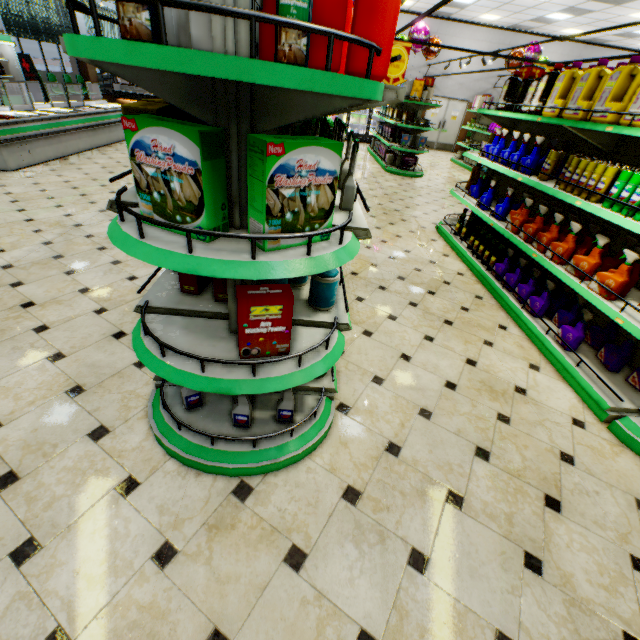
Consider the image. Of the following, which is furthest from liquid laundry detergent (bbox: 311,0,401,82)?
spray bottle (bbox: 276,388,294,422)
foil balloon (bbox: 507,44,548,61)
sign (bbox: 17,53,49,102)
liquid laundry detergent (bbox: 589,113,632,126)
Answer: sign (bbox: 17,53,49,102)

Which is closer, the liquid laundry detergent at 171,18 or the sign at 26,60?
the liquid laundry detergent at 171,18

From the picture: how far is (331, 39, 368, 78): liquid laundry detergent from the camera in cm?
122

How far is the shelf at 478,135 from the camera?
11.7 meters

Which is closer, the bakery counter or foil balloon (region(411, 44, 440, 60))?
foil balloon (region(411, 44, 440, 60))

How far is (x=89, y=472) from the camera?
1.8 meters

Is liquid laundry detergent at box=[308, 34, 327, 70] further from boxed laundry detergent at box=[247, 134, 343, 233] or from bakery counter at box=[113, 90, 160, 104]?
bakery counter at box=[113, 90, 160, 104]

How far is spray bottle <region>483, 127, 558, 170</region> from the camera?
3.7m
